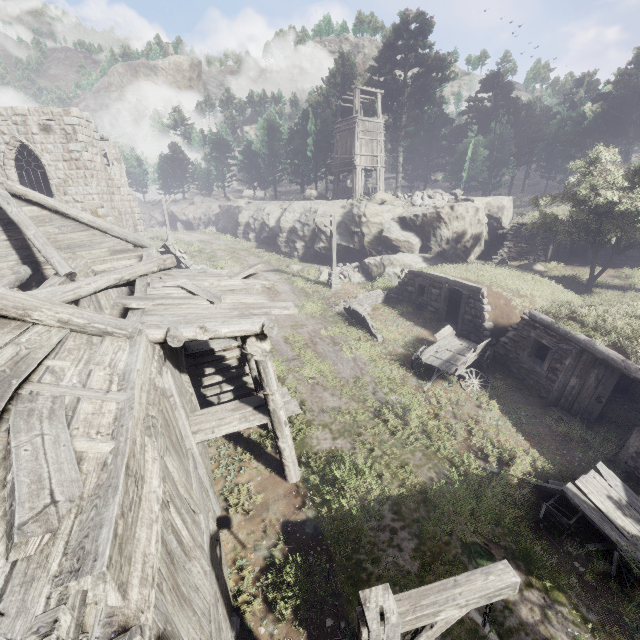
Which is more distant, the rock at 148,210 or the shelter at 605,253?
the rock at 148,210

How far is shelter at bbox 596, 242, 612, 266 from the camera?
20.33m

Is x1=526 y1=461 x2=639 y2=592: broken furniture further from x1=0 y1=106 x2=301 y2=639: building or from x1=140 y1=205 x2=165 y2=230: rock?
x1=140 y1=205 x2=165 y2=230: rock

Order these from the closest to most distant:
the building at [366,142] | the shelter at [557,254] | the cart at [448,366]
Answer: the cart at [448,366]
the shelter at [557,254]
the building at [366,142]

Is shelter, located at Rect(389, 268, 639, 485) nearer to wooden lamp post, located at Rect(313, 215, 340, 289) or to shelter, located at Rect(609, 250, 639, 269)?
wooden lamp post, located at Rect(313, 215, 340, 289)

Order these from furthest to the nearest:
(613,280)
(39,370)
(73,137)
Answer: (613,280)
(73,137)
(39,370)

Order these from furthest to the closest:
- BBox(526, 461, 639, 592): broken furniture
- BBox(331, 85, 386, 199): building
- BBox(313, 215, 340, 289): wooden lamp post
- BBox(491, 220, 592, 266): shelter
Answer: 1. BBox(331, 85, 386, 199): building
2. BBox(491, 220, 592, 266): shelter
3. BBox(313, 215, 340, 289): wooden lamp post
4. BBox(526, 461, 639, 592): broken furniture

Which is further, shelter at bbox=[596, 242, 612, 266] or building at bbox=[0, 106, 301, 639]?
shelter at bbox=[596, 242, 612, 266]
